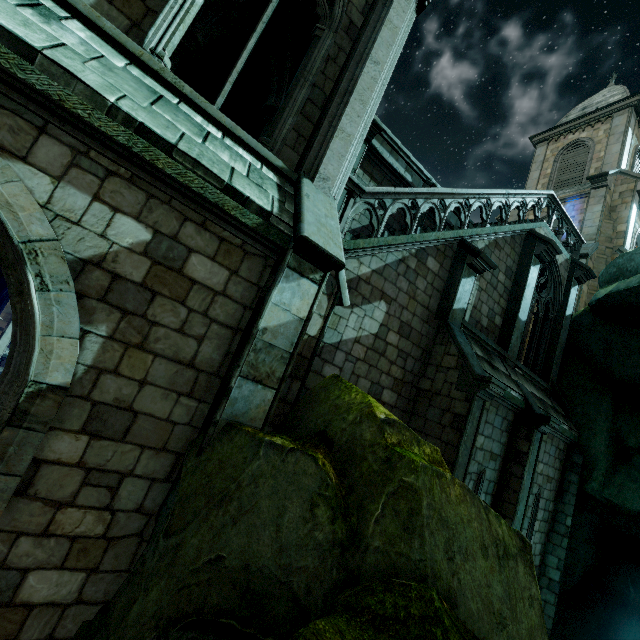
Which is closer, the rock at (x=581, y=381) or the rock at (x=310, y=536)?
the rock at (x=310, y=536)

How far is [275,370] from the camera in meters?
4.2 m

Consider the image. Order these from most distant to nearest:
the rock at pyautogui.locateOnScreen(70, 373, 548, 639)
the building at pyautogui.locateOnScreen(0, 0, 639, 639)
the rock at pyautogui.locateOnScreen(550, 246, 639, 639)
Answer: the rock at pyautogui.locateOnScreen(550, 246, 639, 639), the building at pyautogui.locateOnScreen(0, 0, 639, 639), the rock at pyautogui.locateOnScreen(70, 373, 548, 639)

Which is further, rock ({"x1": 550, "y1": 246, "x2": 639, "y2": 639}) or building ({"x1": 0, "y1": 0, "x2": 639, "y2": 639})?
rock ({"x1": 550, "y1": 246, "x2": 639, "y2": 639})

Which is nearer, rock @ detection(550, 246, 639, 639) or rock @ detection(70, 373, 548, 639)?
rock @ detection(70, 373, 548, 639)

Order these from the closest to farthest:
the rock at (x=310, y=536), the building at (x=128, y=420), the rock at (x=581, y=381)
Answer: the rock at (x=310, y=536)
the building at (x=128, y=420)
the rock at (x=581, y=381)
